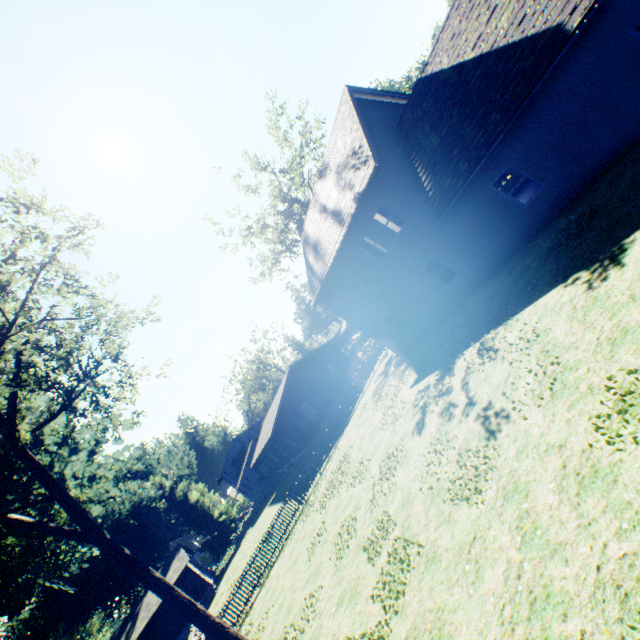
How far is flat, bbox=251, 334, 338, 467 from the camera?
29.9 meters

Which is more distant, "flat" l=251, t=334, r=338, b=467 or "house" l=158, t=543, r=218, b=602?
→ "house" l=158, t=543, r=218, b=602

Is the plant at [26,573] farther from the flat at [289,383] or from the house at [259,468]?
the flat at [289,383]

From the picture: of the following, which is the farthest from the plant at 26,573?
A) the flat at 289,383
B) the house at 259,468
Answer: the flat at 289,383

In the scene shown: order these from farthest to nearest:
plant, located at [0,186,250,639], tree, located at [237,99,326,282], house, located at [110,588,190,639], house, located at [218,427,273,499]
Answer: house, located at [218,427,273,499], house, located at [110,588,190,639], tree, located at [237,99,326,282], plant, located at [0,186,250,639]

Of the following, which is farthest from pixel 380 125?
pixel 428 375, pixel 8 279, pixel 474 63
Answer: pixel 8 279

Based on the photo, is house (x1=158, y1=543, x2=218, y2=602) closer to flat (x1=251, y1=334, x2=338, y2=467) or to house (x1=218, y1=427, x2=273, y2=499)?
house (x1=218, y1=427, x2=273, y2=499)
